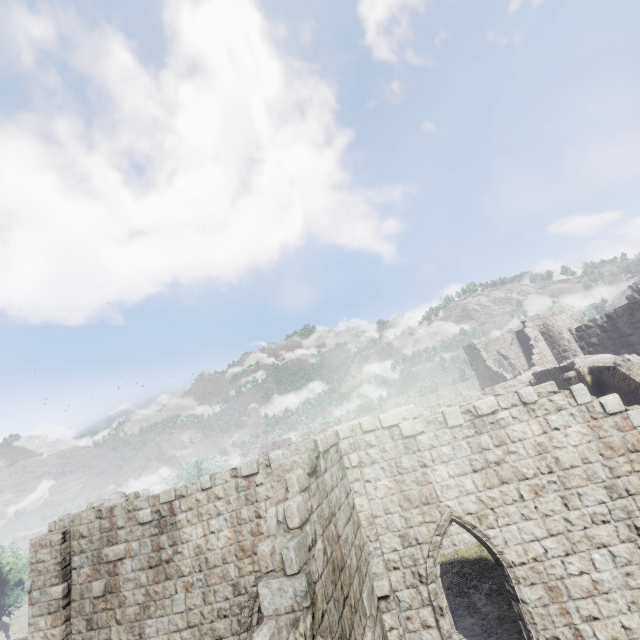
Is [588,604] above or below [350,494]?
below
